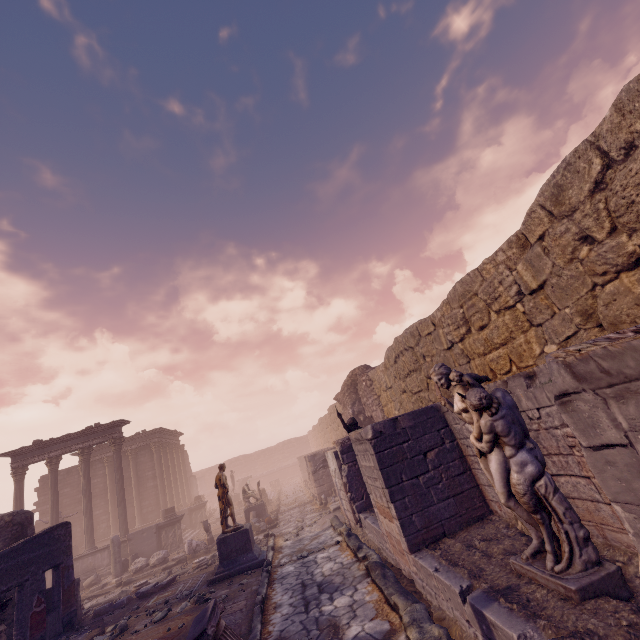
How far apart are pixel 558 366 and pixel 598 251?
3.3m

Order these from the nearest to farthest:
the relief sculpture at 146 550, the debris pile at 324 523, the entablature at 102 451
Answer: the debris pile at 324 523 → the relief sculpture at 146 550 → the entablature at 102 451

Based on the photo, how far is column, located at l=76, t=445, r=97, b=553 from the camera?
17.61m

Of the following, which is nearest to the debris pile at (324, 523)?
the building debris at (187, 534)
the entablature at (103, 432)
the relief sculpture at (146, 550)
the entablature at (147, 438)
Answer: the relief sculpture at (146, 550)

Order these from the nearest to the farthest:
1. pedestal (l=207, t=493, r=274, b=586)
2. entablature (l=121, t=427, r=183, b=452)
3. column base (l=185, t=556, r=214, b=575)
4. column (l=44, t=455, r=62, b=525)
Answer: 1. pedestal (l=207, t=493, r=274, b=586)
2. column base (l=185, t=556, r=214, b=575)
3. column (l=44, t=455, r=62, b=525)
4. entablature (l=121, t=427, r=183, b=452)

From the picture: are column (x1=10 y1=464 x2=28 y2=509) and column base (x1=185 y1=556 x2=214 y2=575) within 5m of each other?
no

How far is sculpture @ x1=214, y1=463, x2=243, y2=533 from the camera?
10.85m

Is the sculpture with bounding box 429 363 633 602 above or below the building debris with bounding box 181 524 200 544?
above
